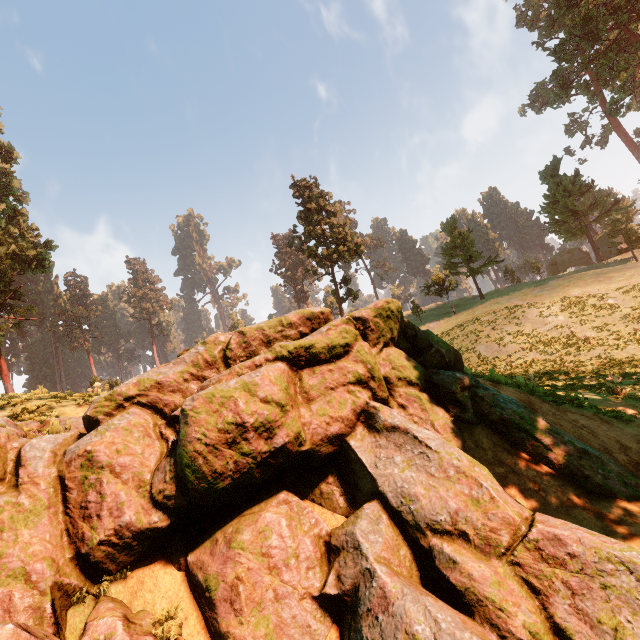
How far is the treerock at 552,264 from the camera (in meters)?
54.75

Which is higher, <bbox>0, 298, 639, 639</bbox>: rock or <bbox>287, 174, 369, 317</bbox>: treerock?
<bbox>287, 174, 369, 317</bbox>: treerock

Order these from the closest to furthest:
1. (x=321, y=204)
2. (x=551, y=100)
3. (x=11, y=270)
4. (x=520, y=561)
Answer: (x=520, y=561), (x=11, y=270), (x=321, y=204), (x=551, y=100)

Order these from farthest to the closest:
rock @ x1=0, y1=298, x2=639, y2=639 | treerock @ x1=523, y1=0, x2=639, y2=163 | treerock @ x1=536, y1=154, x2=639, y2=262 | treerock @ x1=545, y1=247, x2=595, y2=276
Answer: treerock @ x1=545, y1=247, x2=595, y2=276, treerock @ x1=523, y1=0, x2=639, y2=163, treerock @ x1=536, y1=154, x2=639, y2=262, rock @ x1=0, y1=298, x2=639, y2=639

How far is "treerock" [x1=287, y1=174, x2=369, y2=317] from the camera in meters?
35.7 m
